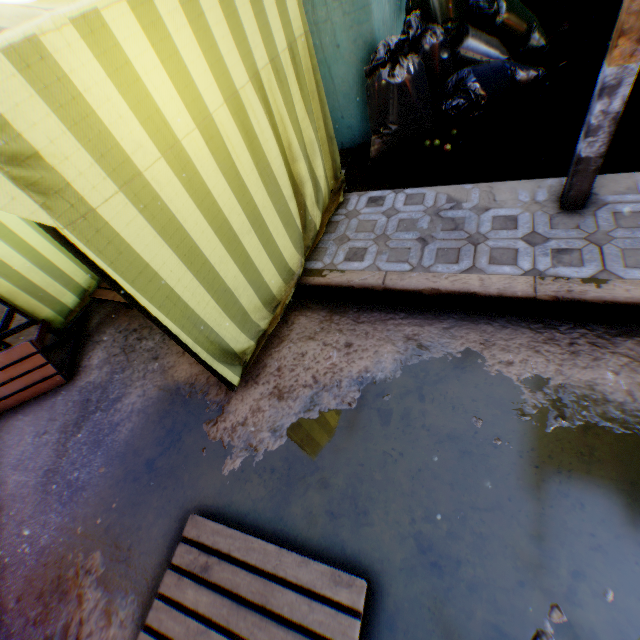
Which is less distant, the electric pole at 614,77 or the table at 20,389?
the electric pole at 614,77

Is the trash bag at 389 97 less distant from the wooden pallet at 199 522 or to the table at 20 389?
the wooden pallet at 199 522

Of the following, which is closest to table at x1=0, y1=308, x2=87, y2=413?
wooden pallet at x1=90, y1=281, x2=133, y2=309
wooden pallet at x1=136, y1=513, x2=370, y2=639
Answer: wooden pallet at x1=90, y1=281, x2=133, y2=309

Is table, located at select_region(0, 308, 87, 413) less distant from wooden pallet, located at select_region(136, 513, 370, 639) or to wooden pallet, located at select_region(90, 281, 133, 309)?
wooden pallet, located at select_region(90, 281, 133, 309)

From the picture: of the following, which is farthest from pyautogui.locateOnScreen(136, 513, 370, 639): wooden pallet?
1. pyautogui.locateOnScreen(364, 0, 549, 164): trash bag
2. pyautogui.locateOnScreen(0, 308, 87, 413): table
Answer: pyautogui.locateOnScreen(0, 308, 87, 413): table

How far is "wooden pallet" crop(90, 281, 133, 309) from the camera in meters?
3.6 m

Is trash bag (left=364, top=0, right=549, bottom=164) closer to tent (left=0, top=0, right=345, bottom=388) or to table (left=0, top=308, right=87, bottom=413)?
tent (left=0, top=0, right=345, bottom=388)

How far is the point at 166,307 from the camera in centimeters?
187cm
